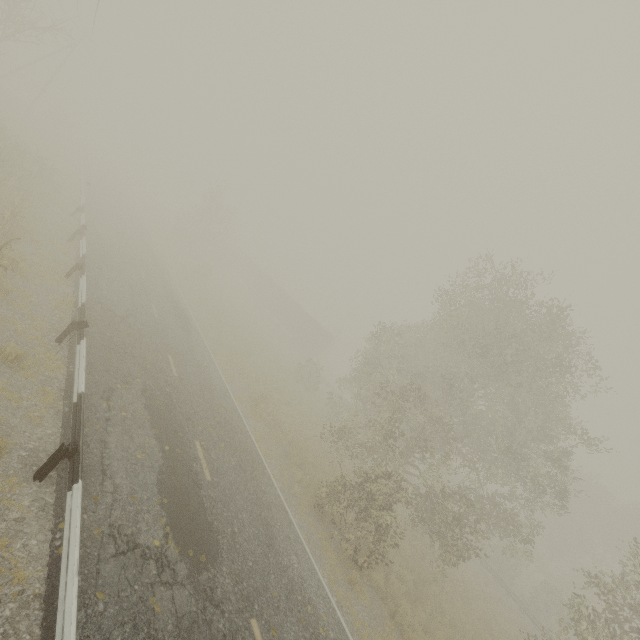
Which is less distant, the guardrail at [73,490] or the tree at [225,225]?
the guardrail at [73,490]

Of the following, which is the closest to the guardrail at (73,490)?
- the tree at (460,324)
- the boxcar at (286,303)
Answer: the tree at (460,324)

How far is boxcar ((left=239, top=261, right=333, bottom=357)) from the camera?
44.3 meters

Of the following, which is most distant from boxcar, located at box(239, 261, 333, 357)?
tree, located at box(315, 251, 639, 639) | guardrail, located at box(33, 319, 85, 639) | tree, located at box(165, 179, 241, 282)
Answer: guardrail, located at box(33, 319, 85, 639)

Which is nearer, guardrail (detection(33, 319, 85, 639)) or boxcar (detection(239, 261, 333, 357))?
guardrail (detection(33, 319, 85, 639))

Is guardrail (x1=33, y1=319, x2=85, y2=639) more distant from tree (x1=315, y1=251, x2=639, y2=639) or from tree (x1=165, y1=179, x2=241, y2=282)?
tree (x1=165, y1=179, x2=241, y2=282)

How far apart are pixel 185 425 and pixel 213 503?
2.95m

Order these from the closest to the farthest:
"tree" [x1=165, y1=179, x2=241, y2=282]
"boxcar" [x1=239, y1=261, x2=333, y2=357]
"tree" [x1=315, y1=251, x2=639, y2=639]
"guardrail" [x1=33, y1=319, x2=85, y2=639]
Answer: "guardrail" [x1=33, y1=319, x2=85, y2=639] → "tree" [x1=315, y1=251, x2=639, y2=639] → "tree" [x1=165, y1=179, x2=241, y2=282] → "boxcar" [x1=239, y1=261, x2=333, y2=357]
